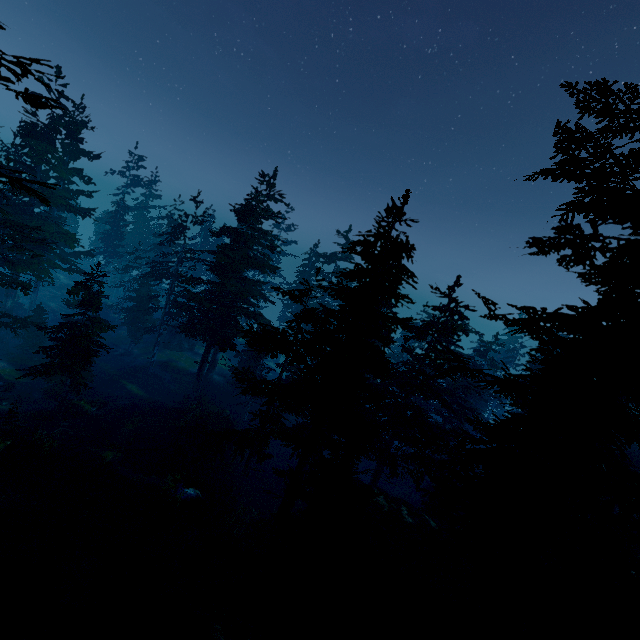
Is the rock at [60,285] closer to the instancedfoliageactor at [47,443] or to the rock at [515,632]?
the instancedfoliageactor at [47,443]

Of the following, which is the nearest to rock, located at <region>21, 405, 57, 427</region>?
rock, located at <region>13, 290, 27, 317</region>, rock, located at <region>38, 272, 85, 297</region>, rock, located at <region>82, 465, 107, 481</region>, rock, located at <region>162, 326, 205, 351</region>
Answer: rock, located at <region>82, 465, 107, 481</region>

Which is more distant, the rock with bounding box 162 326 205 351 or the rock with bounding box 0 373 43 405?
the rock with bounding box 162 326 205 351

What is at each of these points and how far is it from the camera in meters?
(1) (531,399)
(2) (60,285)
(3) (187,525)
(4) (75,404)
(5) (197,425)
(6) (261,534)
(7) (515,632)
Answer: (1) instancedfoliageactor, 8.7 m
(2) rock, 54.6 m
(3) rock, 17.5 m
(4) rock, 25.2 m
(5) rock, 26.7 m
(6) rock, 21.2 m
(7) rock, 12.7 m

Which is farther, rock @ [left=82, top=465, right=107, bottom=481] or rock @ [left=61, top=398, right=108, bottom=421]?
rock @ [left=61, top=398, right=108, bottom=421]

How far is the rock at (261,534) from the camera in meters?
20.5 m

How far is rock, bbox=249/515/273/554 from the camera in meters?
20.5 m

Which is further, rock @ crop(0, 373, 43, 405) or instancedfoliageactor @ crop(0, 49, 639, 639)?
rock @ crop(0, 373, 43, 405)
